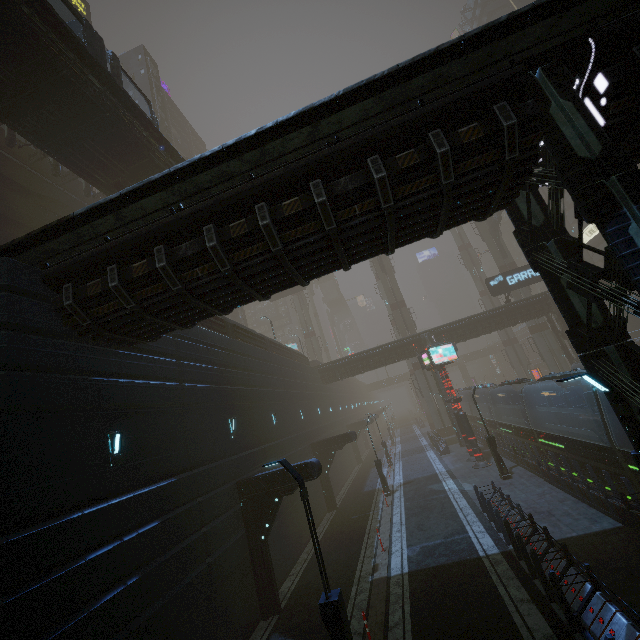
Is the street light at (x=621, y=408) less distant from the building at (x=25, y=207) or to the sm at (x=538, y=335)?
the building at (x=25, y=207)

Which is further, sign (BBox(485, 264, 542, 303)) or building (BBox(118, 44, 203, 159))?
building (BBox(118, 44, 203, 159))

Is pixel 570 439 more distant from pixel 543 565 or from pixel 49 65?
pixel 49 65

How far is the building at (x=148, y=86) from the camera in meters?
42.8 m

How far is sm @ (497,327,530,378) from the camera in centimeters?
5022cm

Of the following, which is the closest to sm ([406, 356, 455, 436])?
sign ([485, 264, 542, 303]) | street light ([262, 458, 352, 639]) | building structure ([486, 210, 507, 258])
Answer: building structure ([486, 210, 507, 258])

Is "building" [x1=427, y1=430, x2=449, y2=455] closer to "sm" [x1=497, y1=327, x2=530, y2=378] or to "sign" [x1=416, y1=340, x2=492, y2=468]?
"sm" [x1=497, y1=327, x2=530, y2=378]

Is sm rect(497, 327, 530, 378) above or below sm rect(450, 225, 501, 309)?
below
